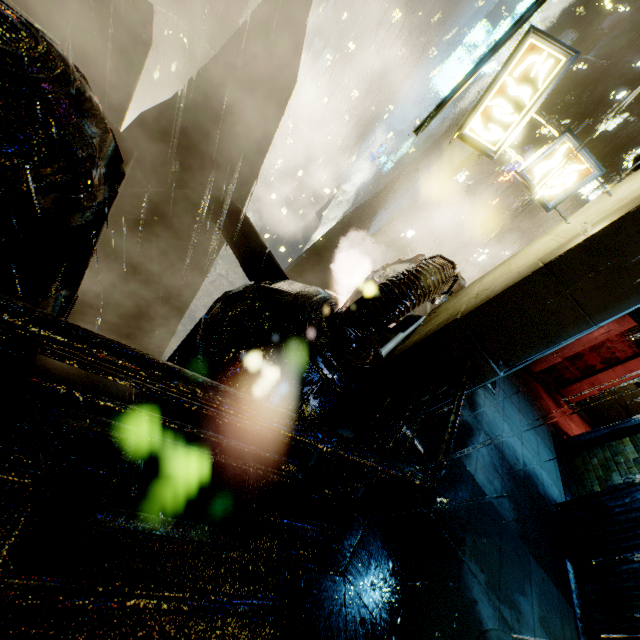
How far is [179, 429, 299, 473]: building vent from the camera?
5.9 meters

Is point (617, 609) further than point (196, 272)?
No

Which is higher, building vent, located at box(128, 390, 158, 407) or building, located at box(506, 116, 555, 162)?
building, located at box(506, 116, 555, 162)

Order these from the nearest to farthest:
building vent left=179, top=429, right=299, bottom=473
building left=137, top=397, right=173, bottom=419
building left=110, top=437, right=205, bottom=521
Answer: building left=110, top=437, right=205, bottom=521 → building left=137, top=397, right=173, bottom=419 → building vent left=179, top=429, right=299, bottom=473

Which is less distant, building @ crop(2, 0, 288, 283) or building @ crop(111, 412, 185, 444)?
building @ crop(111, 412, 185, 444)

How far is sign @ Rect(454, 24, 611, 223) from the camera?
7.0 meters

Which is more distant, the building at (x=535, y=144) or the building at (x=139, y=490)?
the building at (x=535, y=144)

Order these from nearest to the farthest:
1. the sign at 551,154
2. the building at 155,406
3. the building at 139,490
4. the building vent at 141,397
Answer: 1. the building at 139,490
2. the building at 155,406
3. the sign at 551,154
4. the building vent at 141,397
